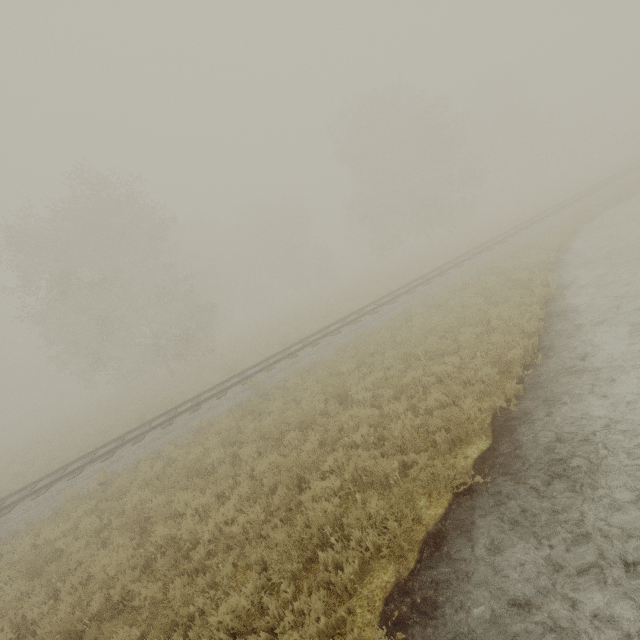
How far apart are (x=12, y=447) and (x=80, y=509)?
30.0 meters
